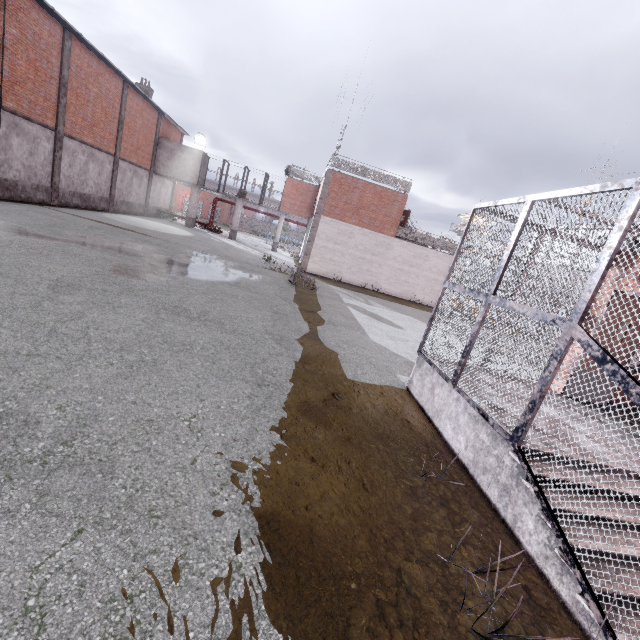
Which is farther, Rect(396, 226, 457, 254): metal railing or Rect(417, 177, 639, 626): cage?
Rect(396, 226, 457, 254): metal railing

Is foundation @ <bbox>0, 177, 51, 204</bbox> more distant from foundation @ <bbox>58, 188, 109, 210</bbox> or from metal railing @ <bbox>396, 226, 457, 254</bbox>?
metal railing @ <bbox>396, 226, 457, 254</bbox>

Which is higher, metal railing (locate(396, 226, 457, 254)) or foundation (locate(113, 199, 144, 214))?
metal railing (locate(396, 226, 457, 254))

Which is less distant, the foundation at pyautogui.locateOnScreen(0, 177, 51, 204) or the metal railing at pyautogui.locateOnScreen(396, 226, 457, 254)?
the foundation at pyautogui.locateOnScreen(0, 177, 51, 204)

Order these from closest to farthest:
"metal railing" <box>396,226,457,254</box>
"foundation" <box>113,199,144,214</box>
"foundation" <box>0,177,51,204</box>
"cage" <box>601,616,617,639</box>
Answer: "cage" <box>601,616,617,639</box>
"foundation" <box>0,177,51,204</box>
"metal railing" <box>396,226,457,254</box>
"foundation" <box>113,199,144,214</box>

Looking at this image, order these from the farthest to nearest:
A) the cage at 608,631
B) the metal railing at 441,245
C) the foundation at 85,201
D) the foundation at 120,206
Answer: the foundation at 120,206 < the metal railing at 441,245 < the foundation at 85,201 < the cage at 608,631

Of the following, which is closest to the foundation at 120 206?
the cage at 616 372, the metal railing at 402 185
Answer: the cage at 616 372

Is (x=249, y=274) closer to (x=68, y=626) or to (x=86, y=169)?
(x=68, y=626)
